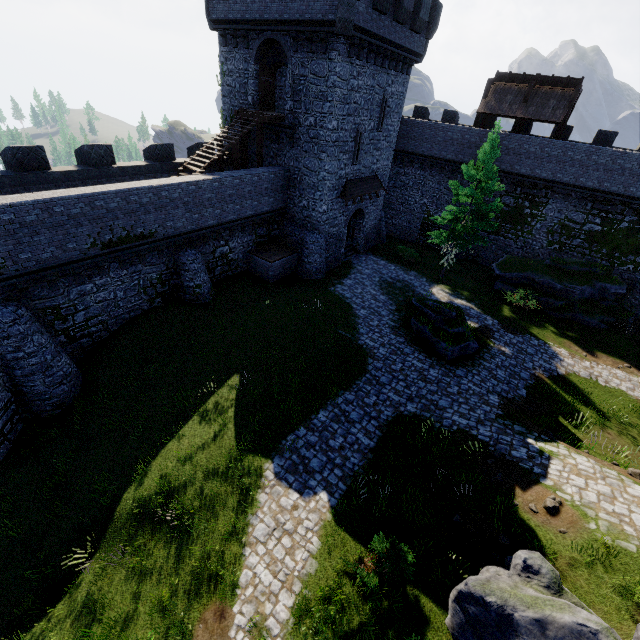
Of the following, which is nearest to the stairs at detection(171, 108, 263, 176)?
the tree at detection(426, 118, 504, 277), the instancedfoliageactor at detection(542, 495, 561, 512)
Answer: the tree at detection(426, 118, 504, 277)

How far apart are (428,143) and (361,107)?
10.79m

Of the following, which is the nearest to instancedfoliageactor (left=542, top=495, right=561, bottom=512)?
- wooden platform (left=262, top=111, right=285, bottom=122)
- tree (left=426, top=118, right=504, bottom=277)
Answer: tree (left=426, top=118, right=504, bottom=277)

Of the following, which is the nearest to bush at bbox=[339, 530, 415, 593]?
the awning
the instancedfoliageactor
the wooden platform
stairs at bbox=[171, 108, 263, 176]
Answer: the instancedfoliageactor

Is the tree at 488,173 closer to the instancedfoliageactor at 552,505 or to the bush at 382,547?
the instancedfoliageactor at 552,505

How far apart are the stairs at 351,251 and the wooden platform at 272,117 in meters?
10.1

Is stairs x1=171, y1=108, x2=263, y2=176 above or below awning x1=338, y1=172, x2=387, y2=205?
above

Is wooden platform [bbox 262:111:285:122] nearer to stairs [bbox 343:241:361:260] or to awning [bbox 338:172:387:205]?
awning [bbox 338:172:387:205]
